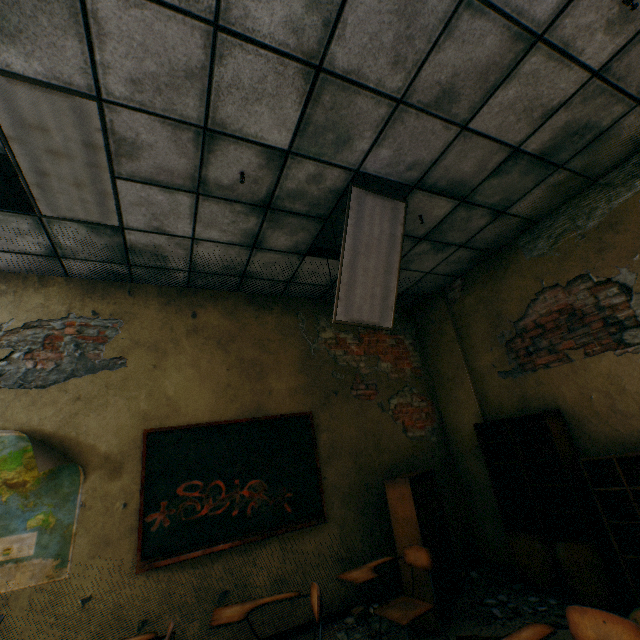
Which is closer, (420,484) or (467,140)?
(467,140)

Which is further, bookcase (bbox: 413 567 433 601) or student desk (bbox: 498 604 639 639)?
bookcase (bbox: 413 567 433 601)

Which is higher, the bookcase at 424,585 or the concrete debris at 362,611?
the bookcase at 424,585

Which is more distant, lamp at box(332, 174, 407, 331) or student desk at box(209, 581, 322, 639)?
lamp at box(332, 174, 407, 331)

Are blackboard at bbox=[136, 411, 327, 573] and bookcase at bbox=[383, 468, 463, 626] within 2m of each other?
yes

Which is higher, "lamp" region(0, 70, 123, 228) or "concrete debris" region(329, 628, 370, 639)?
"lamp" region(0, 70, 123, 228)

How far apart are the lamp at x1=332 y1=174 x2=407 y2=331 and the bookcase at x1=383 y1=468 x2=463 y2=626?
1.68m

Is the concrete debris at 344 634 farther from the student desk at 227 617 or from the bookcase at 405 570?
the student desk at 227 617
